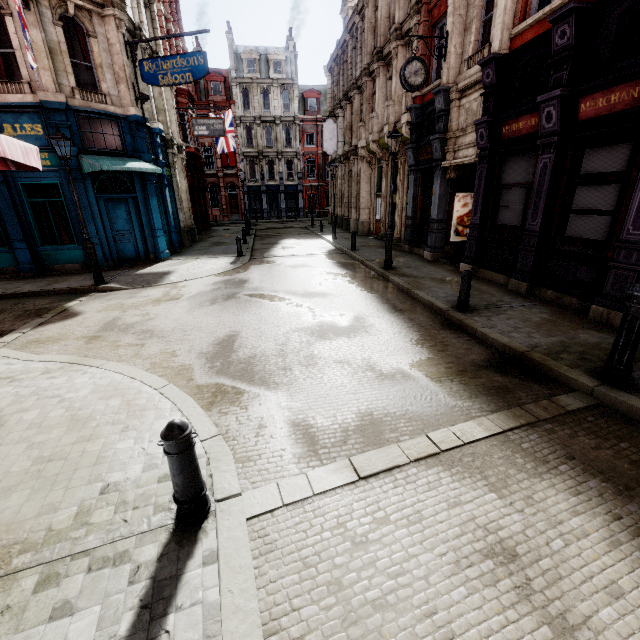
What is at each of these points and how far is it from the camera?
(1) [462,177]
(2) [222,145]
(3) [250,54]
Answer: (1) tunnel, 12.84m
(2) flag, 27.02m
(3) roof window, 38.94m

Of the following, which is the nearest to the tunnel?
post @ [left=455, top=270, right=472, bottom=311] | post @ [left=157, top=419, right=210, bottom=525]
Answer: post @ [left=455, top=270, right=472, bottom=311]

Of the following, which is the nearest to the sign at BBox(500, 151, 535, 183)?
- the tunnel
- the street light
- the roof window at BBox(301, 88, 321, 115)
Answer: the tunnel

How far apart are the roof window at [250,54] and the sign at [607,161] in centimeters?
4417cm

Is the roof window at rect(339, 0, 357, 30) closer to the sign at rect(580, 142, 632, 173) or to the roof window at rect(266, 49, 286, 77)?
the roof window at rect(266, 49, 286, 77)

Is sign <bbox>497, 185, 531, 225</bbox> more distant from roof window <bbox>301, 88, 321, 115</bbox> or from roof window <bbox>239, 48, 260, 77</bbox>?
roof window <bbox>239, 48, 260, 77</bbox>

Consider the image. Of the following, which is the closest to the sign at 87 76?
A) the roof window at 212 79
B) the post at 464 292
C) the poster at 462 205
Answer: the poster at 462 205

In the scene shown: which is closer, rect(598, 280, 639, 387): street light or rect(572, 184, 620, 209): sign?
rect(598, 280, 639, 387): street light
